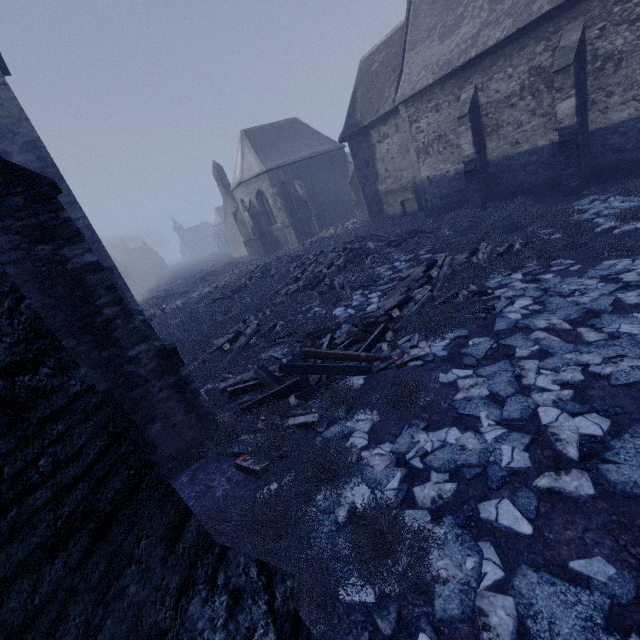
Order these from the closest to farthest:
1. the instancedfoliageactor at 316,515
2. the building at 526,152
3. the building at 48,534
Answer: the building at 48,534
the instancedfoliageactor at 316,515
the building at 526,152

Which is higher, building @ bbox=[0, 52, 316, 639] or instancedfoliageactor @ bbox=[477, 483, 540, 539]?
building @ bbox=[0, 52, 316, 639]

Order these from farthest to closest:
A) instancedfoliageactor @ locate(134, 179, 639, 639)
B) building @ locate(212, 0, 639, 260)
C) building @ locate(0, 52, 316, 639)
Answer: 1. building @ locate(212, 0, 639, 260)
2. instancedfoliageactor @ locate(134, 179, 639, 639)
3. building @ locate(0, 52, 316, 639)

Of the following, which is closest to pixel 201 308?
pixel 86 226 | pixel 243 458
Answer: pixel 86 226

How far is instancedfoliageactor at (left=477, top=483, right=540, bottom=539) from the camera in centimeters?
310cm

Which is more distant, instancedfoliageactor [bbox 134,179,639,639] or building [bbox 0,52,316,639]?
instancedfoliageactor [bbox 134,179,639,639]

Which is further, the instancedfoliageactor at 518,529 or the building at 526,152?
the building at 526,152
